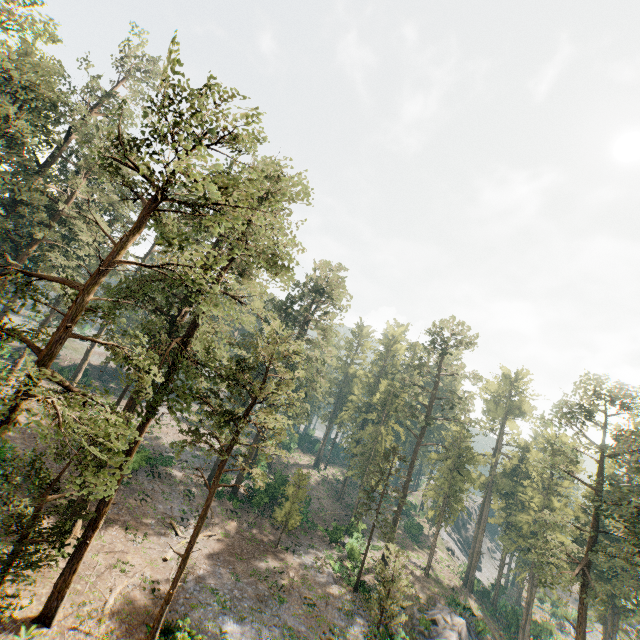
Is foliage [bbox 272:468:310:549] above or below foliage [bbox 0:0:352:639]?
below

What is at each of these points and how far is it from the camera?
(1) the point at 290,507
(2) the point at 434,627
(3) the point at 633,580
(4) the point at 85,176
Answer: (1) foliage, 33.2m
(2) rock, 30.1m
(3) foliage, 35.3m
(4) foliage, 31.5m

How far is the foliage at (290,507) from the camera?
32.6m

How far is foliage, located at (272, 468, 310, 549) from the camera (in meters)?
32.56

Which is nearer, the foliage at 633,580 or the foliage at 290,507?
the foliage at 633,580

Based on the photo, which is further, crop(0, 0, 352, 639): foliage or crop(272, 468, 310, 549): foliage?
crop(272, 468, 310, 549): foliage

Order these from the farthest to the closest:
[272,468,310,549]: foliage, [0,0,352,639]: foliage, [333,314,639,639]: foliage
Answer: [272,468,310,549]: foliage → [333,314,639,639]: foliage → [0,0,352,639]: foliage
